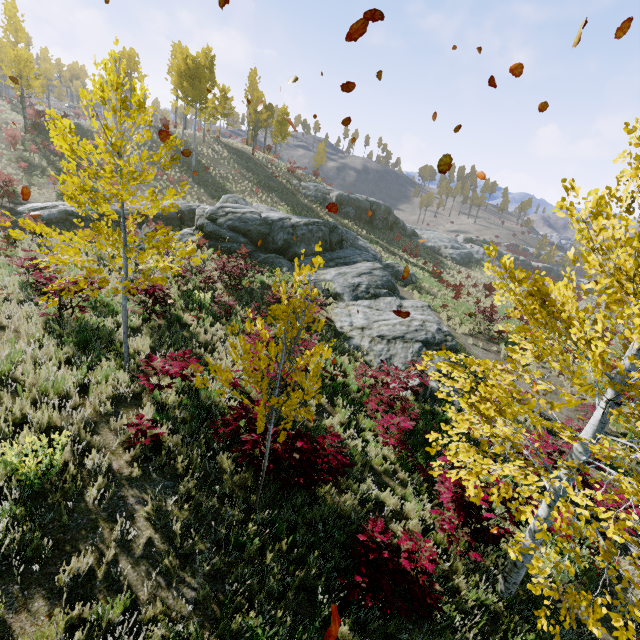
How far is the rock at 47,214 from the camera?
18.4m

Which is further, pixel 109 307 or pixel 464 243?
pixel 464 243

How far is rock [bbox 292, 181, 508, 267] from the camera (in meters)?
38.16

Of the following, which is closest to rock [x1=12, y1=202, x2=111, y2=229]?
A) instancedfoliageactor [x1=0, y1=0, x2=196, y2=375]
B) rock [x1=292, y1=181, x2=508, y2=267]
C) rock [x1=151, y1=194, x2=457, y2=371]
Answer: rock [x1=151, y1=194, x2=457, y2=371]

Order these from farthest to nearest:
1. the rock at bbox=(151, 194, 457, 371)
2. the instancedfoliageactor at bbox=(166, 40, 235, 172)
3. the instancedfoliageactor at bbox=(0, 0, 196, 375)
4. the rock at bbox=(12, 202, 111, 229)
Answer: the instancedfoliageactor at bbox=(166, 40, 235, 172) → the rock at bbox=(12, 202, 111, 229) → the rock at bbox=(151, 194, 457, 371) → the instancedfoliageactor at bbox=(0, 0, 196, 375)

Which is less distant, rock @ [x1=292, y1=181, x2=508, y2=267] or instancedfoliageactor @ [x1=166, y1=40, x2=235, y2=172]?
instancedfoliageactor @ [x1=166, y1=40, x2=235, y2=172]

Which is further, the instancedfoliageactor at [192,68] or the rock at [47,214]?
the instancedfoliageactor at [192,68]
